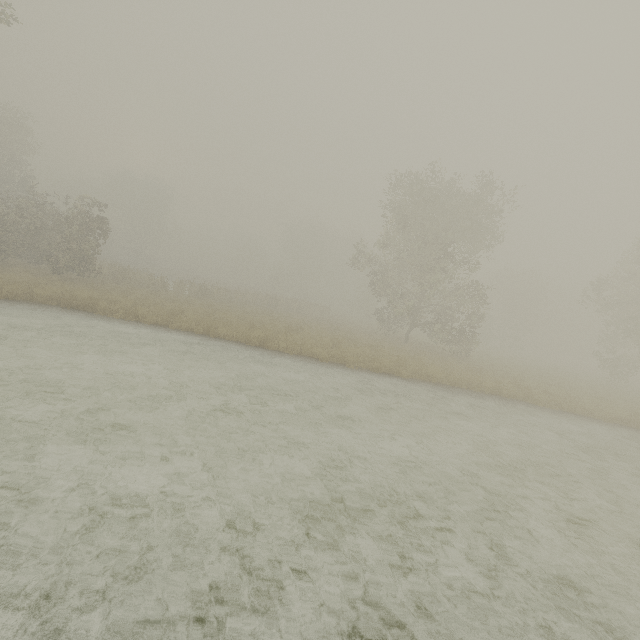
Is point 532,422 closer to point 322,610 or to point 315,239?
point 322,610

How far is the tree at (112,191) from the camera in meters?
56.9 m

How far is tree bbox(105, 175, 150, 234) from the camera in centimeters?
5691cm
